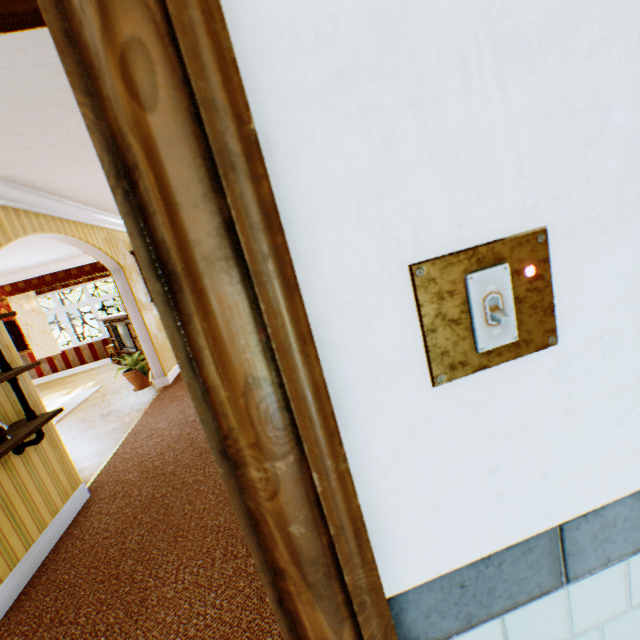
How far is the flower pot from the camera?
6.1m

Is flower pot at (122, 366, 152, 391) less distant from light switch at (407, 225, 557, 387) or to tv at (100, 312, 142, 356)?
tv at (100, 312, 142, 356)

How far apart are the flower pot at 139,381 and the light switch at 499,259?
6.8m

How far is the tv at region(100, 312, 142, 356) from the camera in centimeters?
800cm

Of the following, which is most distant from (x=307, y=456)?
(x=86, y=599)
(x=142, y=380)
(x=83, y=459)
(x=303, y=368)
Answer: (x=142, y=380)

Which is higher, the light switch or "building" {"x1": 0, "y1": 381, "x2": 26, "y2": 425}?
the light switch

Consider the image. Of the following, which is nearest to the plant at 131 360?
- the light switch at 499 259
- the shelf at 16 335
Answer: the shelf at 16 335

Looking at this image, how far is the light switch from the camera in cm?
52
